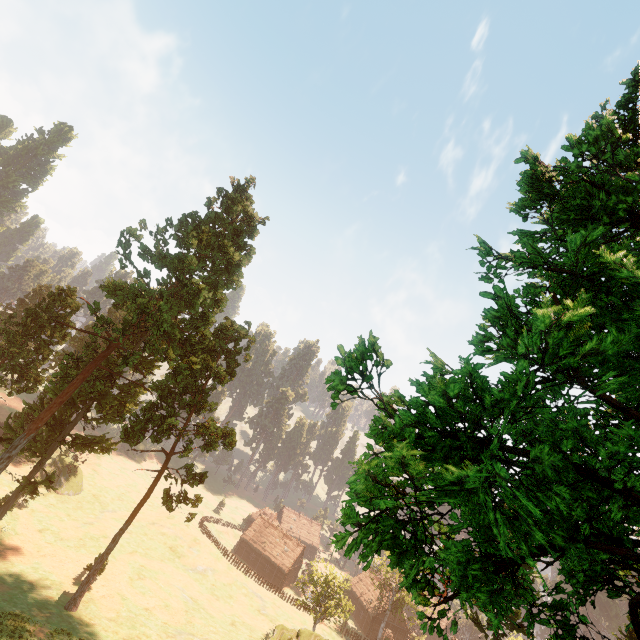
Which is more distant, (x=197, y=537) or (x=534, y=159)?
(x=197, y=537)

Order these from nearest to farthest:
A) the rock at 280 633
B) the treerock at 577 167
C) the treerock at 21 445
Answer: the treerock at 577 167, the rock at 280 633, the treerock at 21 445

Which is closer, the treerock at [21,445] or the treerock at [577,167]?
the treerock at [577,167]

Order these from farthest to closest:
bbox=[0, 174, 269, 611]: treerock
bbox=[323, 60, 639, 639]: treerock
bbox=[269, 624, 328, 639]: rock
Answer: bbox=[0, 174, 269, 611]: treerock
bbox=[269, 624, 328, 639]: rock
bbox=[323, 60, 639, 639]: treerock

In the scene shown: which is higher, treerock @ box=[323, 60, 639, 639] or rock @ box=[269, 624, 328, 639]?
treerock @ box=[323, 60, 639, 639]

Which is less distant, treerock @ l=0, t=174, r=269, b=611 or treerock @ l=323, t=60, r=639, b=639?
treerock @ l=323, t=60, r=639, b=639

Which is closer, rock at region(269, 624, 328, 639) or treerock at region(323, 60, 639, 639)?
treerock at region(323, 60, 639, 639)
